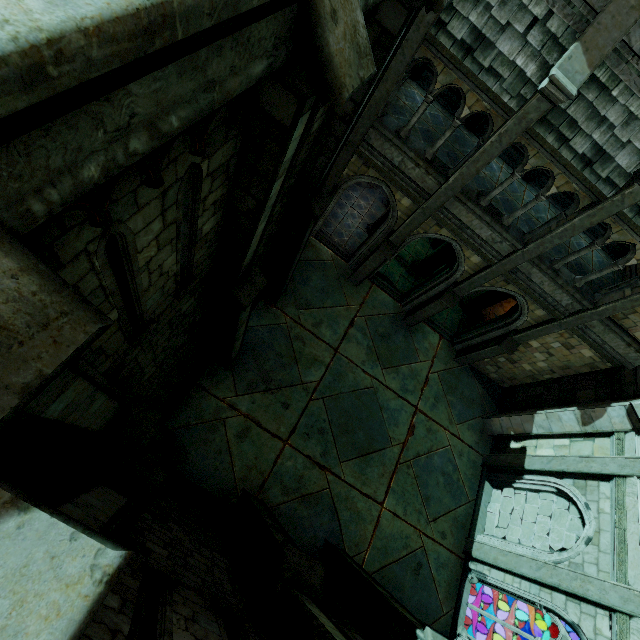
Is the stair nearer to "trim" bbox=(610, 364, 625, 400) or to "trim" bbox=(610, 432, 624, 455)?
"trim" bbox=(610, 432, 624, 455)

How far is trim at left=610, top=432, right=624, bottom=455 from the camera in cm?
994

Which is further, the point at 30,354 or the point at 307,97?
the point at 307,97

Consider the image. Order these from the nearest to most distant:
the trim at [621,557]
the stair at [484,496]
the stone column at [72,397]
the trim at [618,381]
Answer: the stone column at [72,397]
the trim at [621,557]
the trim at [618,381]
the stair at [484,496]

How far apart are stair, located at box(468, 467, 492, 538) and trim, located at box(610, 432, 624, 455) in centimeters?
453cm

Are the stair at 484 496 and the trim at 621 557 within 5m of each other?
yes

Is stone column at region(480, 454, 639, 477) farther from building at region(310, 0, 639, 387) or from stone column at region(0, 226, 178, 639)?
stone column at region(0, 226, 178, 639)

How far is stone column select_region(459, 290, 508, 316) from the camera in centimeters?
1558cm
